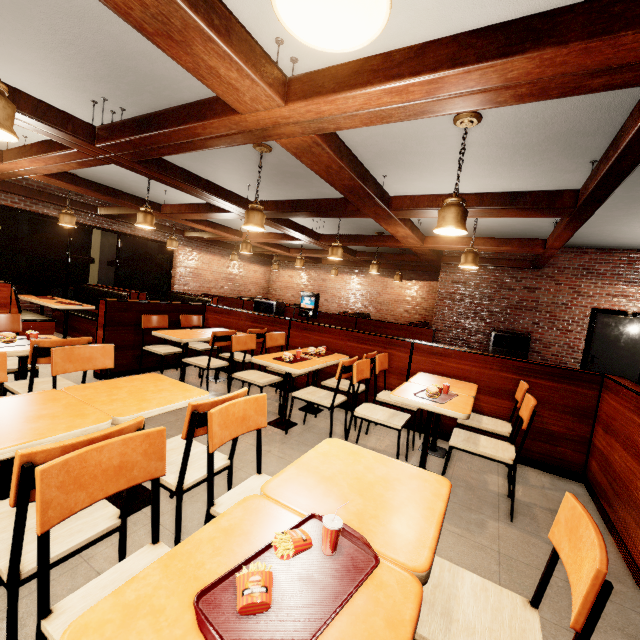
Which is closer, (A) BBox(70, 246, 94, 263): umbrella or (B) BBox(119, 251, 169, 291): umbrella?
(A) BBox(70, 246, 94, 263): umbrella

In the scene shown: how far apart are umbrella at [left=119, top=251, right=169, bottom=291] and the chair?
1.9m

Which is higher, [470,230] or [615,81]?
[470,230]

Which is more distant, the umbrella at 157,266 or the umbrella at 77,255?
the umbrella at 157,266

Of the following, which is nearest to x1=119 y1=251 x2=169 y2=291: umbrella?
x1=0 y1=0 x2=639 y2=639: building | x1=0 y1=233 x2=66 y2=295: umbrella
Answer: x1=0 y1=0 x2=639 y2=639: building

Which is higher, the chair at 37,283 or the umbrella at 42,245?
the umbrella at 42,245

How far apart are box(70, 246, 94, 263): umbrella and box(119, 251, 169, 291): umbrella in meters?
1.1
